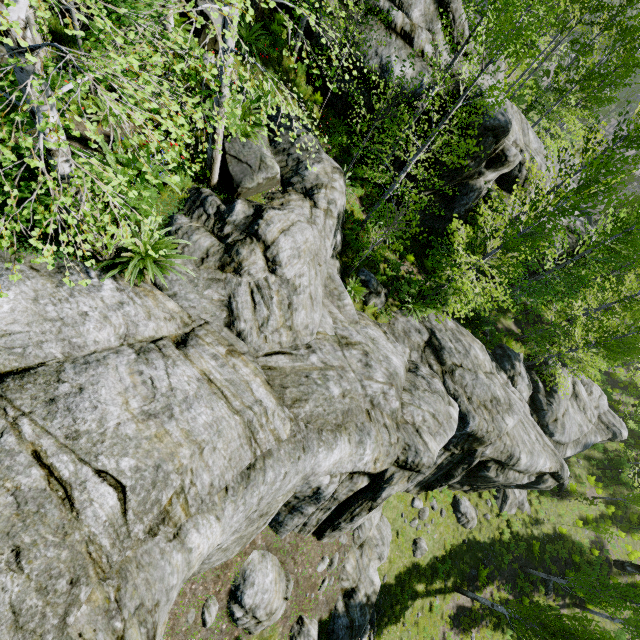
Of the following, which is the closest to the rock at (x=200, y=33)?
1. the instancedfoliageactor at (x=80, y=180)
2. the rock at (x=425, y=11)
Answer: the rock at (x=425, y=11)

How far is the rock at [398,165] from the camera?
14.0m

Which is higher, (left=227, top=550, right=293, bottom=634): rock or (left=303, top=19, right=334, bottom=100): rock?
(left=303, top=19, right=334, bottom=100): rock

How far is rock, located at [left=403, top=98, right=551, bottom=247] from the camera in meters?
12.3 m

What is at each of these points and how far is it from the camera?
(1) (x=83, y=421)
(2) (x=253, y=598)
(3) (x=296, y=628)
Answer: (1) rock, 3.9m
(2) rock, 7.7m
(3) rock, 8.9m

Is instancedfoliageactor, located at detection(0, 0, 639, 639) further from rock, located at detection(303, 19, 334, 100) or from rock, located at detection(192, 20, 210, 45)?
rock, located at detection(192, 20, 210, 45)
